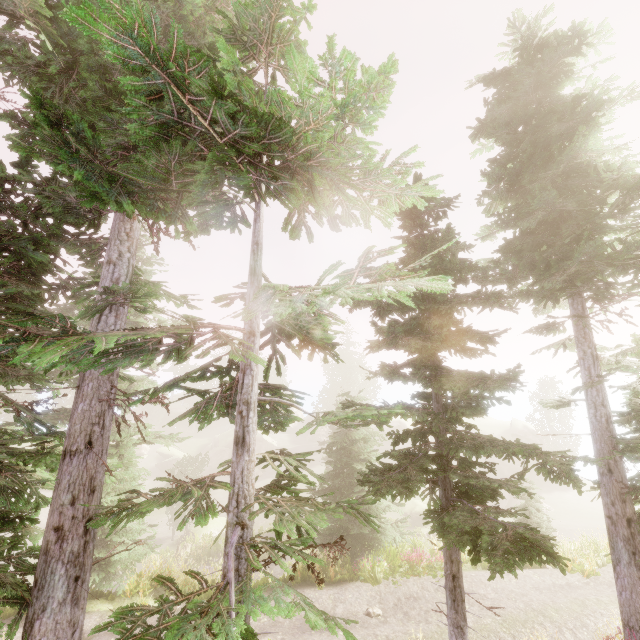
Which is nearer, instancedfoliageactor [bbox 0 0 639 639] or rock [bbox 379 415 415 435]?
instancedfoliageactor [bbox 0 0 639 639]

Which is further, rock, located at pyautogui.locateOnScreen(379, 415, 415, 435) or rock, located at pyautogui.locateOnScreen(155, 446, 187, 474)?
rock, located at pyautogui.locateOnScreen(379, 415, 415, 435)

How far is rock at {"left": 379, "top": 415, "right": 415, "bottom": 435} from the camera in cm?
5131

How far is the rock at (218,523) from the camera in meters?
28.5

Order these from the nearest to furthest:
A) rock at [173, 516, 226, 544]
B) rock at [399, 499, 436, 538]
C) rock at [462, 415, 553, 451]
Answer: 1. rock at [399, 499, 436, 538]
2. rock at [173, 516, 226, 544]
3. rock at [462, 415, 553, 451]

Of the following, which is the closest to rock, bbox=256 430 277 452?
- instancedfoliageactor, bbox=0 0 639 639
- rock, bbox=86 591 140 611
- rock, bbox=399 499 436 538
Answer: instancedfoliageactor, bbox=0 0 639 639

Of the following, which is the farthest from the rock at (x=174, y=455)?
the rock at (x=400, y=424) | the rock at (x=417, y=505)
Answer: the rock at (x=417, y=505)

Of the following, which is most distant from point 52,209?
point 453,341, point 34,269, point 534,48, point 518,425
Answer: point 518,425
